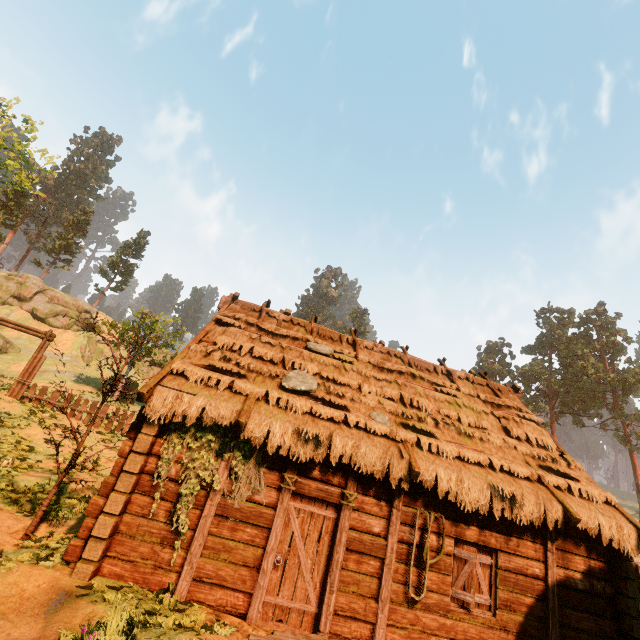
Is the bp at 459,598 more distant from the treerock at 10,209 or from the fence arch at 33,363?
the fence arch at 33,363

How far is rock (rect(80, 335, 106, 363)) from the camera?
41.41m

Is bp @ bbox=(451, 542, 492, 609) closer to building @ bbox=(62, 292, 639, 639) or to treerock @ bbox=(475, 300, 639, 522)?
building @ bbox=(62, 292, 639, 639)

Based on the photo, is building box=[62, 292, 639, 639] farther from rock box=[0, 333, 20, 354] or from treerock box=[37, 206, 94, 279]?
rock box=[0, 333, 20, 354]

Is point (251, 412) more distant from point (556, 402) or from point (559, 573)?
point (556, 402)

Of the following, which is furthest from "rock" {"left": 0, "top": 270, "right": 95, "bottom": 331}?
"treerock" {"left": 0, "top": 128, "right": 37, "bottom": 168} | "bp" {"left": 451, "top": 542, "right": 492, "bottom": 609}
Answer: "bp" {"left": 451, "top": 542, "right": 492, "bottom": 609}

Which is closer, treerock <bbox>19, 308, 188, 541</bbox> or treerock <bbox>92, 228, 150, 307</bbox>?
treerock <bbox>19, 308, 188, 541</bbox>

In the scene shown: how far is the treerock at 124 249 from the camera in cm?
5253
